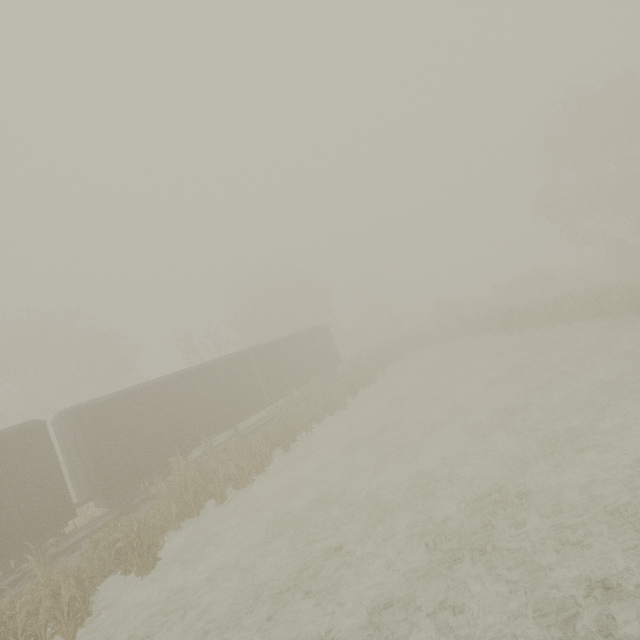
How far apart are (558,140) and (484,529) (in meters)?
35.68

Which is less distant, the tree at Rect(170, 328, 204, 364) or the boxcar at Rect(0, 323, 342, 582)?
the boxcar at Rect(0, 323, 342, 582)

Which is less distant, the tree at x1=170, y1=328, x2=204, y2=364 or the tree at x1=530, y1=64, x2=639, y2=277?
the tree at x1=530, y1=64, x2=639, y2=277

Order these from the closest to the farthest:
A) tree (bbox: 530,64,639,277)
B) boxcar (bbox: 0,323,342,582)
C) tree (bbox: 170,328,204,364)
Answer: boxcar (bbox: 0,323,342,582), tree (bbox: 530,64,639,277), tree (bbox: 170,328,204,364)

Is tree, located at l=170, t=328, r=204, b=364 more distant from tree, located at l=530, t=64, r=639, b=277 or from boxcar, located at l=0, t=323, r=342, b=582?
tree, located at l=530, t=64, r=639, b=277

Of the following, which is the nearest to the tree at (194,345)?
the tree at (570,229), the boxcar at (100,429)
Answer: the boxcar at (100,429)

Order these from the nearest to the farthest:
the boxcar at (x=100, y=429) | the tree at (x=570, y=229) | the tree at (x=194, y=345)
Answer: the boxcar at (x=100, y=429)
the tree at (x=570, y=229)
the tree at (x=194, y=345)
